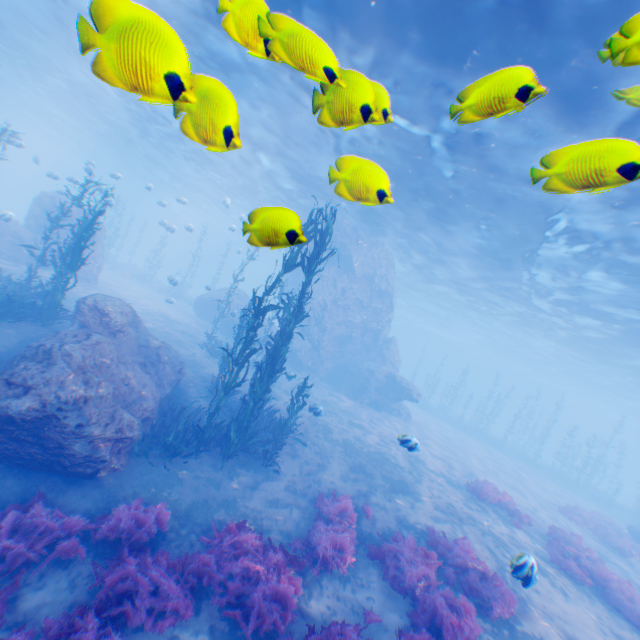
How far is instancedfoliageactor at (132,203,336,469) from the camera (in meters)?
9.77

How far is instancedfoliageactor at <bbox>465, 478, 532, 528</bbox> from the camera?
13.6m

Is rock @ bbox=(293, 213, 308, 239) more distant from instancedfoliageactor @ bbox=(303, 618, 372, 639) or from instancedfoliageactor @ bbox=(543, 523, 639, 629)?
instancedfoliageactor @ bbox=(543, 523, 639, 629)

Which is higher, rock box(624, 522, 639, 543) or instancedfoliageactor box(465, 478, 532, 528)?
rock box(624, 522, 639, 543)

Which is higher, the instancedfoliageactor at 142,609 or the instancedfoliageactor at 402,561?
the instancedfoliageactor at 402,561

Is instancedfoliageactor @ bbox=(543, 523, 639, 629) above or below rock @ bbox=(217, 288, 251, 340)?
below

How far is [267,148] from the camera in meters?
20.2

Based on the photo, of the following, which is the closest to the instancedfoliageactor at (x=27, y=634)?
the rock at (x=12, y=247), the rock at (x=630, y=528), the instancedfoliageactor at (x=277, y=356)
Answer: the rock at (x=12, y=247)
